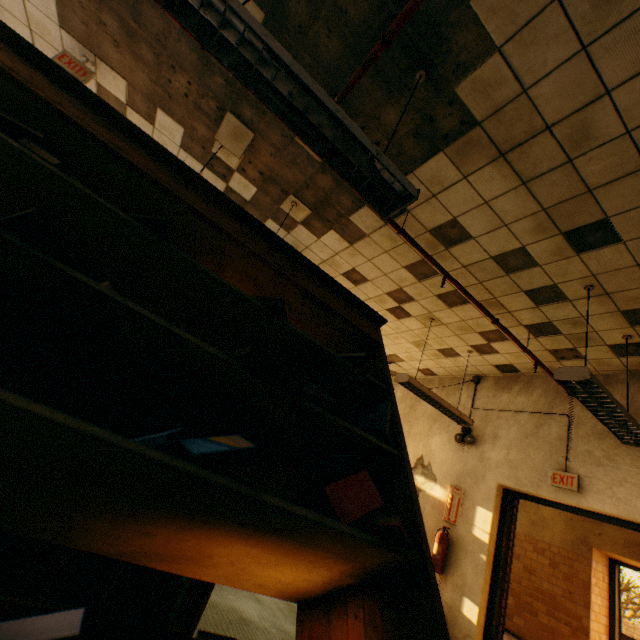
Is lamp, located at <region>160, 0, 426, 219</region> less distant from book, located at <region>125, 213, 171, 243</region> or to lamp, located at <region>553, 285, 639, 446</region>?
book, located at <region>125, 213, 171, 243</region>

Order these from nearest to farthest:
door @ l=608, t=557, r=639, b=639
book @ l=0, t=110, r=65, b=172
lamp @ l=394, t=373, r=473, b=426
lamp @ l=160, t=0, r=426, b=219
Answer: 1. book @ l=0, t=110, r=65, b=172
2. lamp @ l=160, t=0, r=426, b=219
3. lamp @ l=394, t=373, r=473, b=426
4. door @ l=608, t=557, r=639, b=639

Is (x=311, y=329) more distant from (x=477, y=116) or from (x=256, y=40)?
(x=477, y=116)

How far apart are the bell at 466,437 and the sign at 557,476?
1.2 meters

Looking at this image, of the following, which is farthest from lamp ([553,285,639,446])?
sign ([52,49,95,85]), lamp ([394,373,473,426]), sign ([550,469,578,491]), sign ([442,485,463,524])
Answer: sign ([52,49,95,85])

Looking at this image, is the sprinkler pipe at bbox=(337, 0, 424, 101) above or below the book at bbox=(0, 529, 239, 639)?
above

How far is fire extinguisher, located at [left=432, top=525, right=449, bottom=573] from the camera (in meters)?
4.69

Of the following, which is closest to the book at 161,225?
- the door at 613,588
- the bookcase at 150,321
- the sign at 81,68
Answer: the bookcase at 150,321
